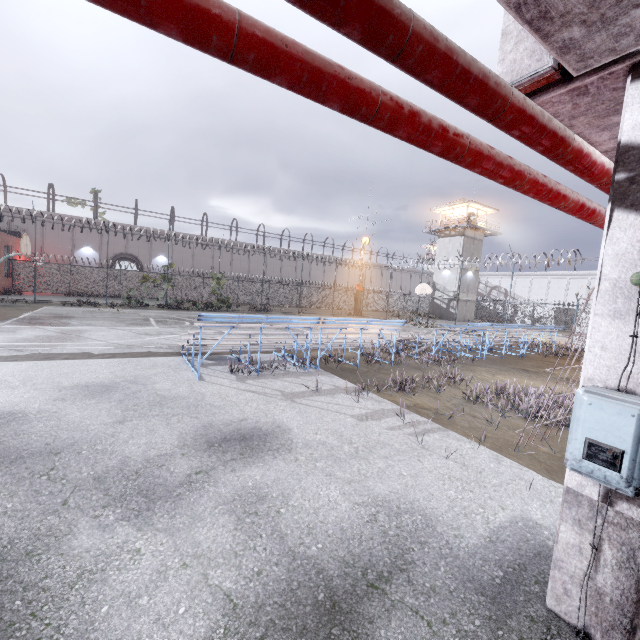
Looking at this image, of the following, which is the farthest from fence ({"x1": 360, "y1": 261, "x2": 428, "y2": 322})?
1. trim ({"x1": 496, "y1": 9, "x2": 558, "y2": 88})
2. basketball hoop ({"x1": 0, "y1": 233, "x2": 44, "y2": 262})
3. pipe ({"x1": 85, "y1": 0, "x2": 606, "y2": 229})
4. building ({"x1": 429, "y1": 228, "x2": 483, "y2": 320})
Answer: building ({"x1": 429, "y1": 228, "x2": 483, "y2": 320})

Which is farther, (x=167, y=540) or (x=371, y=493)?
(x=371, y=493)

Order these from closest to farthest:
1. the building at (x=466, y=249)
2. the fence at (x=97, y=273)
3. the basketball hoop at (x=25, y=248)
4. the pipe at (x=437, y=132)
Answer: the pipe at (x=437, y=132), the basketball hoop at (x=25, y=248), the fence at (x=97, y=273), the building at (x=466, y=249)

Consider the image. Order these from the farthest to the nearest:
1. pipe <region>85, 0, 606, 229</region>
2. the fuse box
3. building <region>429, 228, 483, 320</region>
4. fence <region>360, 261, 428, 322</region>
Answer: building <region>429, 228, 483, 320</region>
fence <region>360, 261, 428, 322</region>
the fuse box
pipe <region>85, 0, 606, 229</region>

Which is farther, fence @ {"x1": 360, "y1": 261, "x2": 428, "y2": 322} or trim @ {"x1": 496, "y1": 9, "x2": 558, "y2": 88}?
fence @ {"x1": 360, "y1": 261, "x2": 428, "y2": 322}

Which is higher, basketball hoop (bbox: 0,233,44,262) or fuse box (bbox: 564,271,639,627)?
basketball hoop (bbox: 0,233,44,262)

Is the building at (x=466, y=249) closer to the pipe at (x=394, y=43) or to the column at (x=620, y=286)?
the pipe at (x=394, y=43)

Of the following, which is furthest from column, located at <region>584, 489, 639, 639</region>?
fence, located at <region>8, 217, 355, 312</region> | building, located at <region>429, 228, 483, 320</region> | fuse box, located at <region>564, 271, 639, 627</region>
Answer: building, located at <region>429, 228, 483, 320</region>
